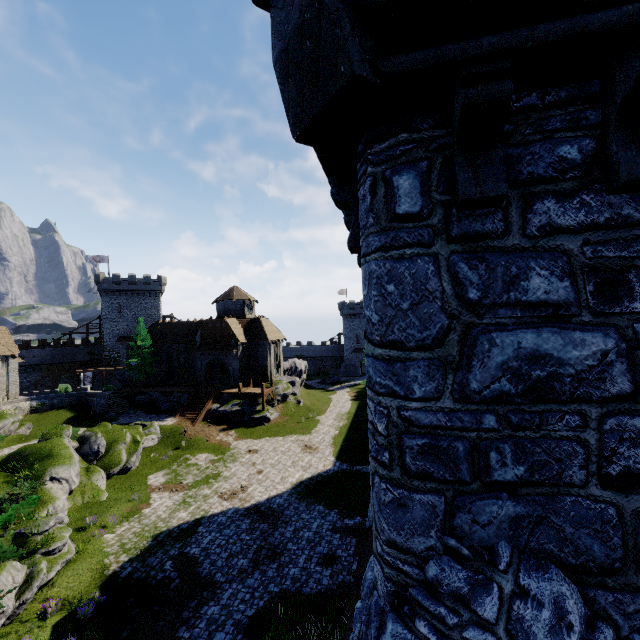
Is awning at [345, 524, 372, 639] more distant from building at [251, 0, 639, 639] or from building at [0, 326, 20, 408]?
building at [0, 326, 20, 408]

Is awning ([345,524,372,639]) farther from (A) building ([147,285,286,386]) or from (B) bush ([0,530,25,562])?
(A) building ([147,285,286,386])

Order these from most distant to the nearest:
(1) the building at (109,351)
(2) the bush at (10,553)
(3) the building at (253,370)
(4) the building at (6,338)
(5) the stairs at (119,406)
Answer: (1) the building at (109,351)
(3) the building at (253,370)
(5) the stairs at (119,406)
(4) the building at (6,338)
(2) the bush at (10,553)

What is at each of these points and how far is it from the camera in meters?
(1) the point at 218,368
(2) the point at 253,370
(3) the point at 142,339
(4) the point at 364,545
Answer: (1) building, 51.6
(2) building, 44.3
(3) tree, 44.8
(4) awning, 9.8

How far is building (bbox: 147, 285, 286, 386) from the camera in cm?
4219

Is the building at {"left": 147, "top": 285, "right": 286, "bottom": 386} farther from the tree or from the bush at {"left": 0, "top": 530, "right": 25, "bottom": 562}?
the bush at {"left": 0, "top": 530, "right": 25, "bottom": 562}

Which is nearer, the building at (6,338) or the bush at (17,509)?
the bush at (17,509)

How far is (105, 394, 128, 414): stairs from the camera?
38.3m
